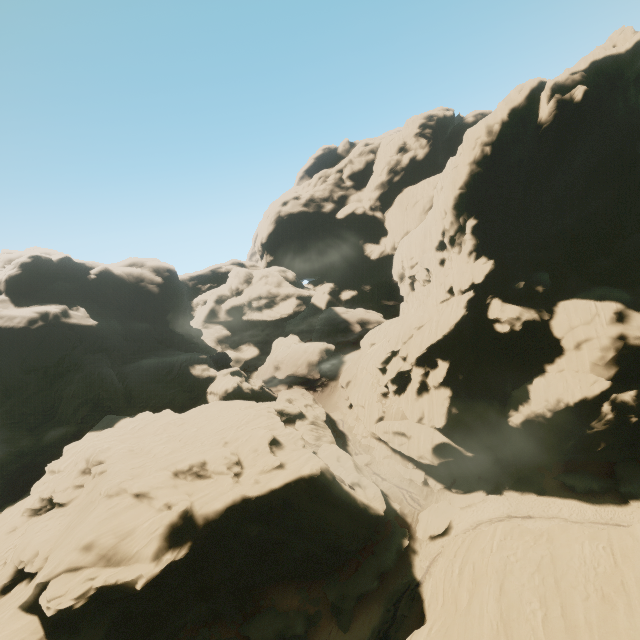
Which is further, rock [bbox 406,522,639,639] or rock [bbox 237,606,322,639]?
rock [bbox 237,606,322,639]

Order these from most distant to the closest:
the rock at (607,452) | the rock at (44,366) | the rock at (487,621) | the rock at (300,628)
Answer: the rock at (607,452) → the rock at (300,628) → the rock at (44,366) → the rock at (487,621)

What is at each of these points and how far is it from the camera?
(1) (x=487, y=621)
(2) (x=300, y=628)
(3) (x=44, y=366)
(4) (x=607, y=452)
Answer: (1) rock, 17.3 meters
(2) rock, 27.1 meters
(3) rock, 46.3 meters
(4) rock, 32.6 meters

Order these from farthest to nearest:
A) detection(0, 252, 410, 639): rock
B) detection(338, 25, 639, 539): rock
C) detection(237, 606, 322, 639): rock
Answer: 1. detection(338, 25, 639, 539): rock
2. detection(237, 606, 322, 639): rock
3. detection(0, 252, 410, 639): rock

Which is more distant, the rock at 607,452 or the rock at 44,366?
the rock at 607,452

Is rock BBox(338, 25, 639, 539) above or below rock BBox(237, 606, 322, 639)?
above
